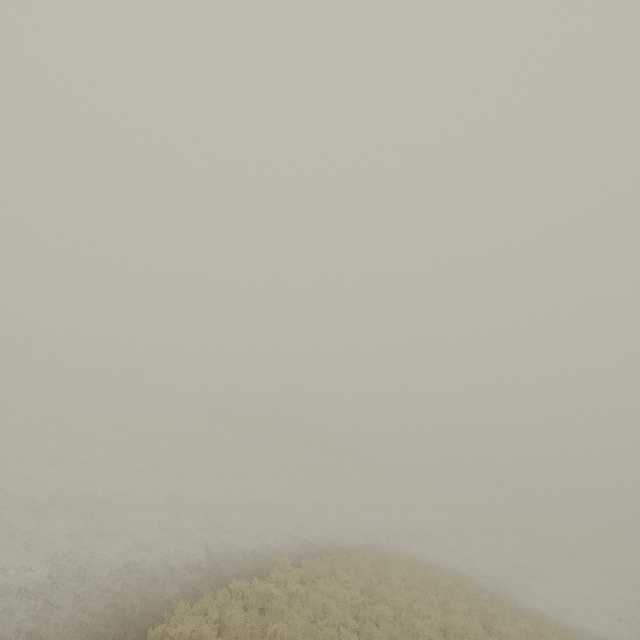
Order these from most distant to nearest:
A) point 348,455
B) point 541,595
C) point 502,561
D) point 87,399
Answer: point 348,455 < point 87,399 < point 502,561 < point 541,595
